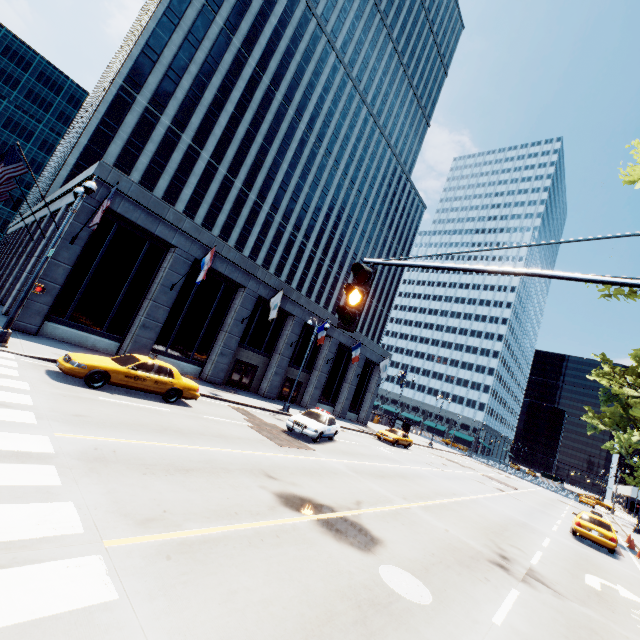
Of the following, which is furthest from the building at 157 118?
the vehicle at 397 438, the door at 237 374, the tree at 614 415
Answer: the tree at 614 415

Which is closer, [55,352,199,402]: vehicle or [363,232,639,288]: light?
[363,232,639,288]: light

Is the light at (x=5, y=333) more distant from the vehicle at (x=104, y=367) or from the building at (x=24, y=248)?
the building at (x=24, y=248)

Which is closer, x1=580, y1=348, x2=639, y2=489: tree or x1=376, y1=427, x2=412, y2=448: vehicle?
x1=580, y1=348, x2=639, y2=489: tree

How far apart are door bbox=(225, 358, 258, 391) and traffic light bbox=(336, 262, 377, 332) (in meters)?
23.61

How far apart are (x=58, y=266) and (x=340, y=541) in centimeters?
1871cm

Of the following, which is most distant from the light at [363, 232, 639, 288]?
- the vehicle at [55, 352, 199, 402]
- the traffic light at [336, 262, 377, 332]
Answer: the vehicle at [55, 352, 199, 402]

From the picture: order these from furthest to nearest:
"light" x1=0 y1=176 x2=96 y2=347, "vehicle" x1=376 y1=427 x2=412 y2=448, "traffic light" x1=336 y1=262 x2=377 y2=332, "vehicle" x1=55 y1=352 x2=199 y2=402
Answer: "vehicle" x1=376 y1=427 x2=412 y2=448, "light" x1=0 y1=176 x2=96 y2=347, "vehicle" x1=55 y1=352 x2=199 y2=402, "traffic light" x1=336 y1=262 x2=377 y2=332
